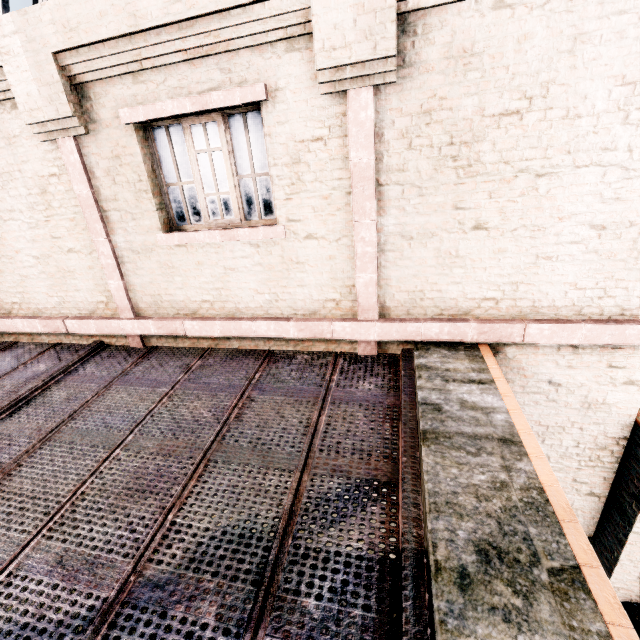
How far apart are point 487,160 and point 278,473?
4.4 meters
